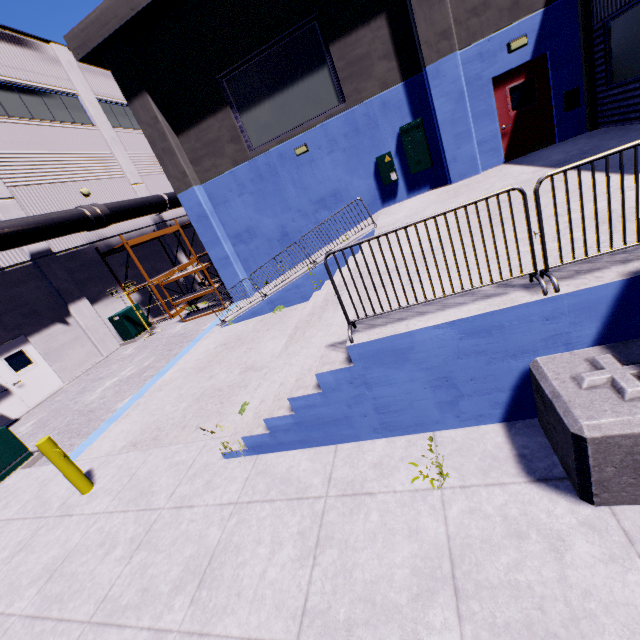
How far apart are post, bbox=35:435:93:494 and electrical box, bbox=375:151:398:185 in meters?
11.5 m

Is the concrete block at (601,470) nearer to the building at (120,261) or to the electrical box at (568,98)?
the building at (120,261)

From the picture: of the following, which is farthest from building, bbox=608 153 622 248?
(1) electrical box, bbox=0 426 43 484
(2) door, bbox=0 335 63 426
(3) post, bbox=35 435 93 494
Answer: (1) electrical box, bbox=0 426 43 484

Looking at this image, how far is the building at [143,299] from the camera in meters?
17.9

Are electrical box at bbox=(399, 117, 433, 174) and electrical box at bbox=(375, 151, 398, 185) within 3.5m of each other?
yes

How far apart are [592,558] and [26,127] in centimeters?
2270cm

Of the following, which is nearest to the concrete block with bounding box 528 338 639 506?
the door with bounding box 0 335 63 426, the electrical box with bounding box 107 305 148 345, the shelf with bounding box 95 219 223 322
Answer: the door with bounding box 0 335 63 426

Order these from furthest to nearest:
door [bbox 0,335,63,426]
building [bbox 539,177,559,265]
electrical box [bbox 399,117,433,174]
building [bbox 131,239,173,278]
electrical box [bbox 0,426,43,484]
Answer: building [bbox 131,239,173,278], door [bbox 0,335,63,426], electrical box [bbox 399,117,433,174], electrical box [bbox 0,426,43,484], building [bbox 539,177,559,265]
